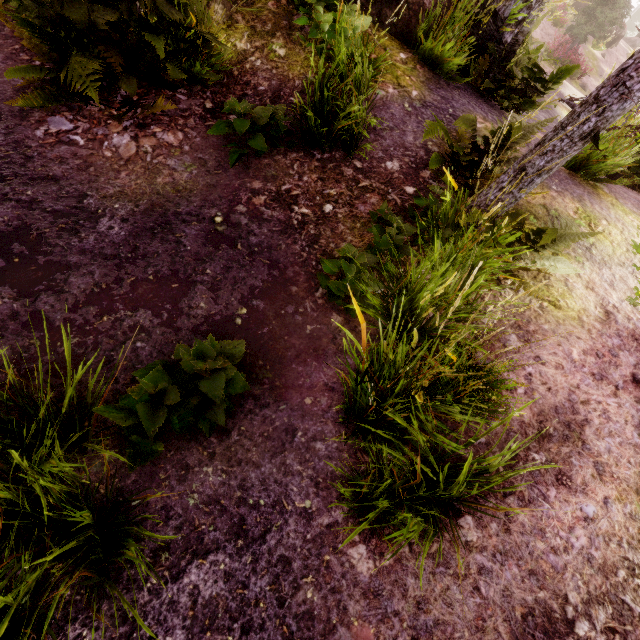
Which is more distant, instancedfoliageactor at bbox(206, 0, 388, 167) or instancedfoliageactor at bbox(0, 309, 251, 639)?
instancedfoliageactor at bbox(206, 0, 388, 167)

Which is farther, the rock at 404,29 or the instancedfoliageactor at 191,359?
the rock at 404,29

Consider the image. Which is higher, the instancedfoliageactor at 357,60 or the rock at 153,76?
the instancedfoliageactor at 357,60

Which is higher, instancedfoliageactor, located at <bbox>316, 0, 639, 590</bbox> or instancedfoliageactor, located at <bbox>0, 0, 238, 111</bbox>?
instancedfoliageactor, located at <bbox>316, 0, 639, 590</bbox>

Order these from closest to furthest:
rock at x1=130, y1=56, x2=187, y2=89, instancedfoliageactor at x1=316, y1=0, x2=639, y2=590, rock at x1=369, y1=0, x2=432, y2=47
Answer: instancedfoliageactor at x1=316, y1=0, x2=639, y2=590, rock at x1=130, y1=56, x2=187, y2=89, rock at x1=369, y1=0, x2=432, y2=47

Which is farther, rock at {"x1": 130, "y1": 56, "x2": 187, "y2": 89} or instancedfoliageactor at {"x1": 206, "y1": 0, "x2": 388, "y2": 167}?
rock at {"x1": 130, "y1": 56, "x2": 187, "y2": 89}

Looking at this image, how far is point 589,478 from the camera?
2.6m

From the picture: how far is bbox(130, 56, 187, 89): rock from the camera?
4.08m
